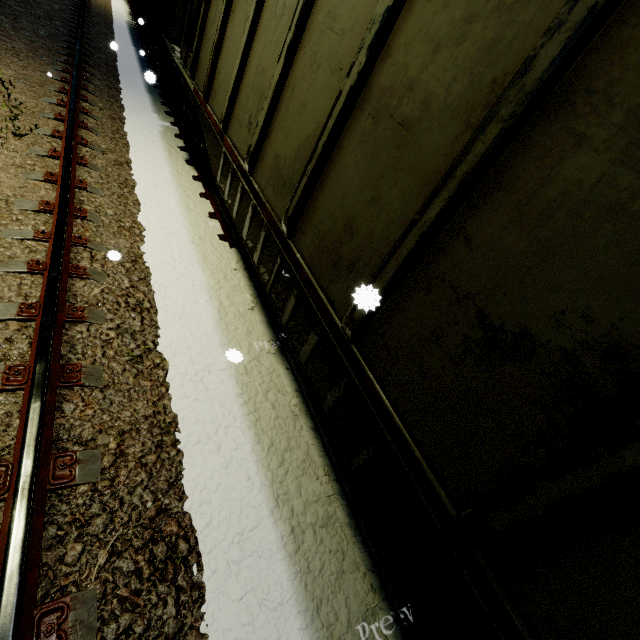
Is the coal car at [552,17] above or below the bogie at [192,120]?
above

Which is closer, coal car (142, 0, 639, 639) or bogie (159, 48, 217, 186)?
coal car (142, 0, 639, 639)

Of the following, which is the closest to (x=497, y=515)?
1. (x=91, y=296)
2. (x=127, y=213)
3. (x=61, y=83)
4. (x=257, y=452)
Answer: (x=257, y=452)

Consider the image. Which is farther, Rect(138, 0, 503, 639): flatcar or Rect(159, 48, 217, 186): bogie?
Rect(159, 48, 217, 186): bogie

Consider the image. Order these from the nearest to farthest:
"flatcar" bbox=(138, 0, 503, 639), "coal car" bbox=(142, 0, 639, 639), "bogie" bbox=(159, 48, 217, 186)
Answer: "coal car" bbox=(142, 0, 639, 639)
"flatcar" bbox=(138, 0, 503, 639)
"bogie" bbox=(159, 48, 217, 186)

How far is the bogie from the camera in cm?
552

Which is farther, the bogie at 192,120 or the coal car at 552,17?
the bogie at 192,120

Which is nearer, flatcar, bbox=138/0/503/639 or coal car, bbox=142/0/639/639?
coal car, bbox=142/0/639/639
